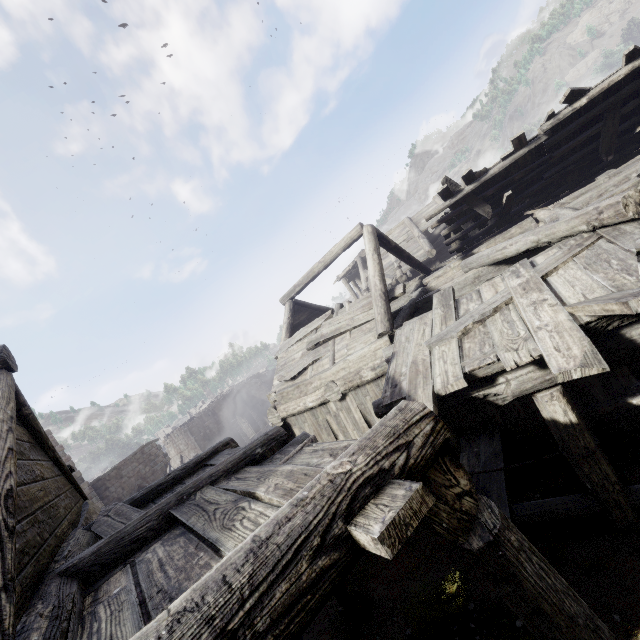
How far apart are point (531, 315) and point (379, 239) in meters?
7.9 m

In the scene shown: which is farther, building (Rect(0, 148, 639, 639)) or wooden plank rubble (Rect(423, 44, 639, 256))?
wooden plank rubble (Rect(423, 44, 639, 256))

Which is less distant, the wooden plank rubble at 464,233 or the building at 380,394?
the building at 380,394
